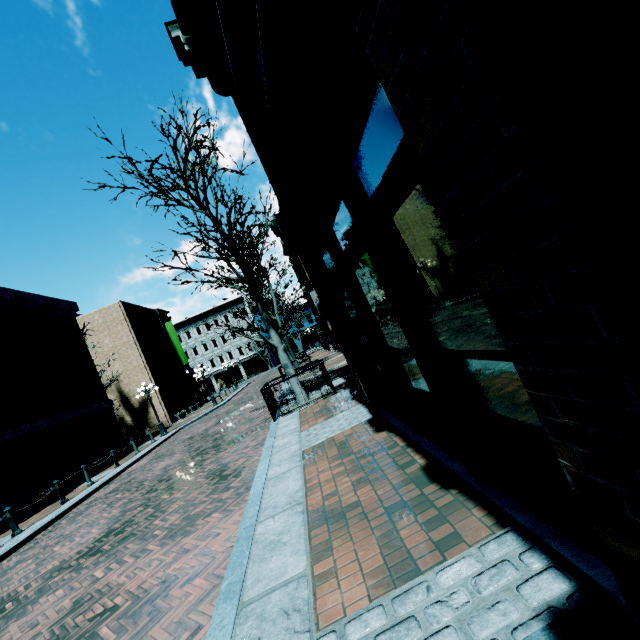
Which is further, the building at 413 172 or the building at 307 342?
the building at 307 342

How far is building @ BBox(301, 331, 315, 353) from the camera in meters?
55.0

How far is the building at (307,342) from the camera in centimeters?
5497cm

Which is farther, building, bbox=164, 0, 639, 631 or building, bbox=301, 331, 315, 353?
building, bbox=301, 331, 315, 353

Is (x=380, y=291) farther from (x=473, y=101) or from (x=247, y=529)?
(x=247, y=529)
